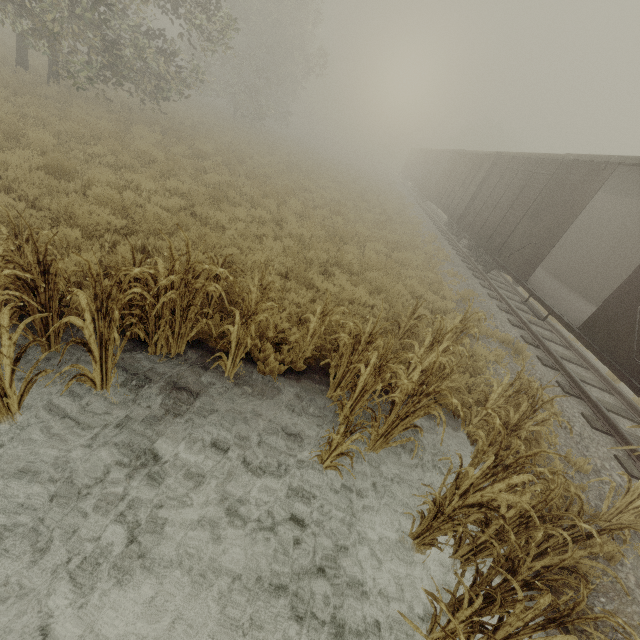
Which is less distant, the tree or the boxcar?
the tree

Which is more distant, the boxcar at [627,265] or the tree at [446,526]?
the boxcar at [627,265]

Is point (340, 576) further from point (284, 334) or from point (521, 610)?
point (284, 334)
